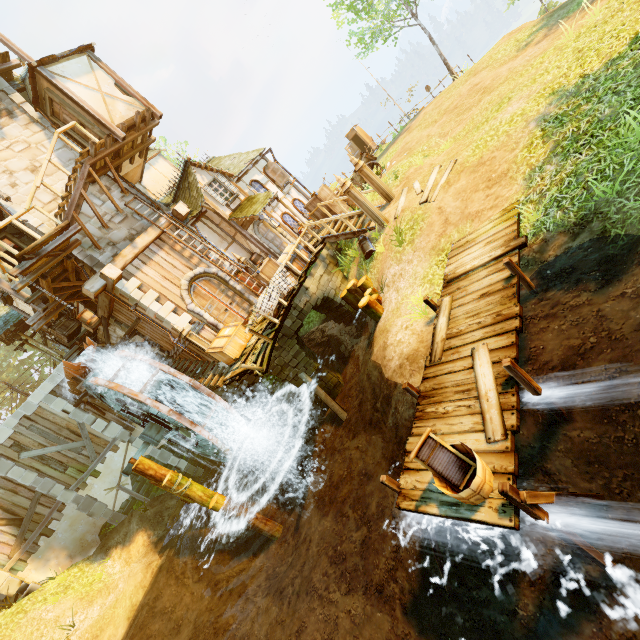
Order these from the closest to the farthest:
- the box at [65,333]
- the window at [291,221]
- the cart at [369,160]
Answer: the box at [65,333], the cart at [369,160], the window at [291,221]

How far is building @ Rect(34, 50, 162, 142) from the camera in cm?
1135

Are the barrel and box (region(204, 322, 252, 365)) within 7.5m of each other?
yes

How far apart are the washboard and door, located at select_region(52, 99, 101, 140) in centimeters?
1493cm

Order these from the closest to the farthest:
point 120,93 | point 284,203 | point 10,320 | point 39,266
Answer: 1. point 39,266
2. point 120,93
3. point 284,203
4. point 10,320

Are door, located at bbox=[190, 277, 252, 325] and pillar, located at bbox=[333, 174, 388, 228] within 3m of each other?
no

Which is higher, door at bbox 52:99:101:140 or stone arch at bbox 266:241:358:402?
door at bbox 52:99:101:140

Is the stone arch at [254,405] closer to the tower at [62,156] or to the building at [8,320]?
the tower at [62,156]
